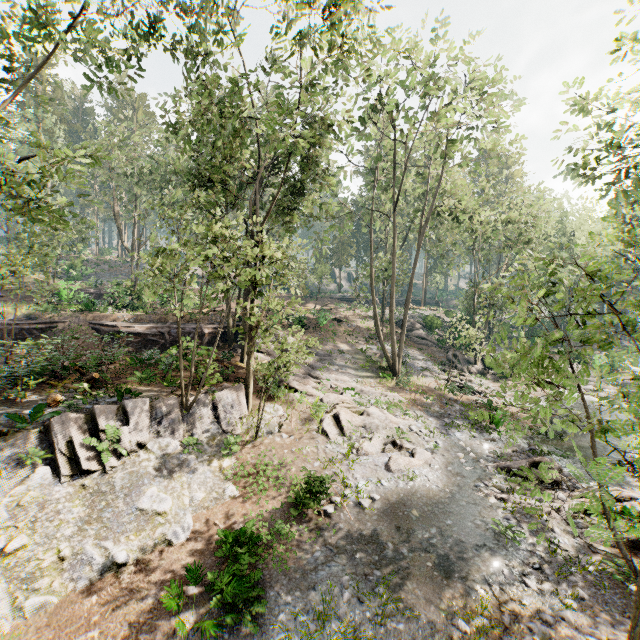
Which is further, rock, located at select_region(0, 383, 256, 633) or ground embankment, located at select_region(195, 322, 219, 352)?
ground embankment, located at select_region(195, 322, 219, 352)

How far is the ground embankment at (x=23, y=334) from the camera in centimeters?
2322cm

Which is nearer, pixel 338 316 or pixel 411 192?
pixel 411 192

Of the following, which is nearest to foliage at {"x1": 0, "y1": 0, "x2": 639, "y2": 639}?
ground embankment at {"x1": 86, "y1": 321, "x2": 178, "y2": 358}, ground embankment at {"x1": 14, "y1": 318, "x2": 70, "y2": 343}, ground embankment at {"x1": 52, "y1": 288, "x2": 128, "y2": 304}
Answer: ground embankment at {"x1": 86, "y1": 321, "x2": 178, "y2": 358}

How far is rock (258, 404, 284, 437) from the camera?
15.29m

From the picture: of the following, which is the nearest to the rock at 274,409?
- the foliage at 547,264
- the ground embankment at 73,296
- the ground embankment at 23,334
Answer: the foliage at 547,264

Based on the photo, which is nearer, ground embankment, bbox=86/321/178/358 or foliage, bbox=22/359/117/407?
foliage, bbox=22/359/117/407

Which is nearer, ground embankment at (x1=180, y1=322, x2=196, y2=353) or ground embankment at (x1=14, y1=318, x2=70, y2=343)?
ground embankment at (x1=180, y1=322, x2=196, y2=353)
